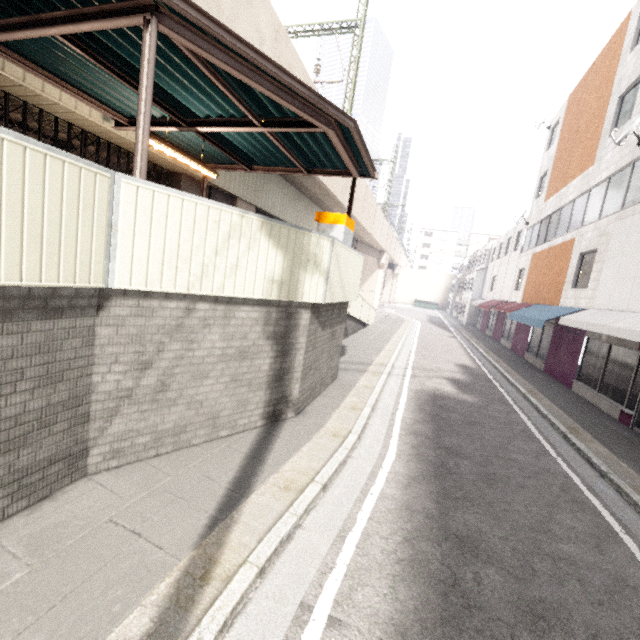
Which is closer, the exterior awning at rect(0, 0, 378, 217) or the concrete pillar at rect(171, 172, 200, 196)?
the exterior awning at rect(0, 0, 378, 217)

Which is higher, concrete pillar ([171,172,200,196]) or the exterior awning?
the exterior awning

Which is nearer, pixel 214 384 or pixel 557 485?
pixel 214 384

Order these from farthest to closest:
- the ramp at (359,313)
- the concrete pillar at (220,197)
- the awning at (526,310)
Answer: the ramp at (359,313) < the concrete pillar at (220,197) < the awning at (526,310)

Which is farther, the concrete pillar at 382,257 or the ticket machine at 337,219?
the concrete pillar at 382,257

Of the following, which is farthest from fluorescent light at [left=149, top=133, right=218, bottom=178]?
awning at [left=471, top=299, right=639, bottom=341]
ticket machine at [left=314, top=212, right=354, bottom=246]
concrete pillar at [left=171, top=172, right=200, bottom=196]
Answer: awning at [left=471, top=299, right=639, bottom=341]

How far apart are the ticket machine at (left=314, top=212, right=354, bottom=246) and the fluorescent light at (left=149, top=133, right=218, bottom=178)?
2.4m

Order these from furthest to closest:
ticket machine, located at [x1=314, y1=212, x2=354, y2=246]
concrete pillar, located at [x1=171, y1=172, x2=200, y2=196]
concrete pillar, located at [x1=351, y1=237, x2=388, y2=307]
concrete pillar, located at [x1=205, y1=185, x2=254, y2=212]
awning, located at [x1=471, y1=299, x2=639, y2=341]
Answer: concrete pillar, located at [x1=351, y1=237, x2=388, y2=307]
concrete pillar, located at [x1=205, y1=185, x2=254, y2=212]
concrete pillar, located at [x1=171, y1=172, x2=200, y2=196]
awning, located at [x1=471, y1=299, x2=639, y2=341]
ticket machine, located at [x1=314, y1=212, x2=354, y2=246]
